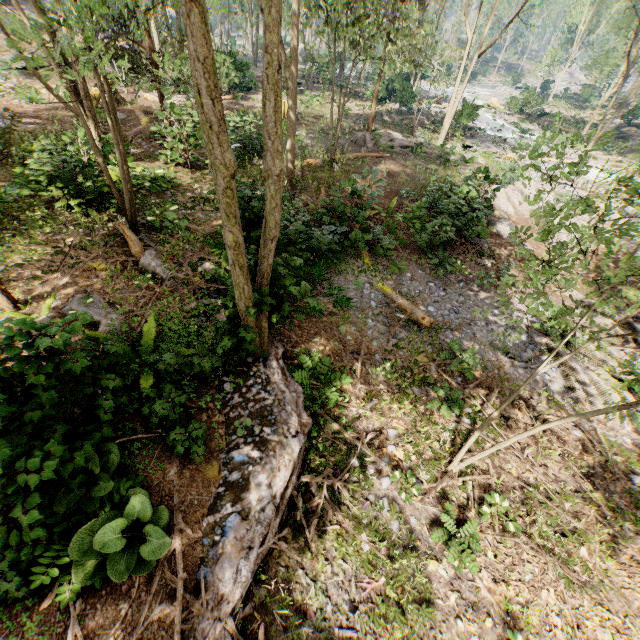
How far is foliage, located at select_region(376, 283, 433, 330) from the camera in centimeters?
1050cm

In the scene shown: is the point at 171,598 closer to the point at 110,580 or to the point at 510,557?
the point at 110,580

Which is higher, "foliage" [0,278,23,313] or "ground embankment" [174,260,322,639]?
"foliage" [0,278,23,313]

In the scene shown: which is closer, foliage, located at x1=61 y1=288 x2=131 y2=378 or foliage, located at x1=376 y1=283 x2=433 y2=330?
foliage, located at x1=61 y1=288 x2=131 y2=378

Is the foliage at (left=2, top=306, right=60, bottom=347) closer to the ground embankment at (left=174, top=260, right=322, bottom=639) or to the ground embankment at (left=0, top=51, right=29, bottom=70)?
the ground embankment at (left=174, top=260, right=322, bottom=639)

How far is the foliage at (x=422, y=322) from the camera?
10.5m

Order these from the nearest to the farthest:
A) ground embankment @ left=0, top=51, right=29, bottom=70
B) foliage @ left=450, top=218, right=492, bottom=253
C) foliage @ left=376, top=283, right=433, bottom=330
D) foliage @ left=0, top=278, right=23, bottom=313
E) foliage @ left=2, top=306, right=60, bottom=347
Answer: foliage @ left=2, top=306, right=60, bottom=347 < foliage @ left=0, top=278, right=23, bottom=313 < foliage @ left=376, top=283, right=433, bottom=330 < foliage @ left=450, top=218, right=492, bottom=253 < ground embankment @ left=0, top=51, right=29, bottom=70

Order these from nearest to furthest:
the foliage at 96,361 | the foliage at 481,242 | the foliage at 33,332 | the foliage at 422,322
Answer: the foliage at 33,332 → the foliage at 96,361 → the foliage at 422,322 → the foliage at 481,242
